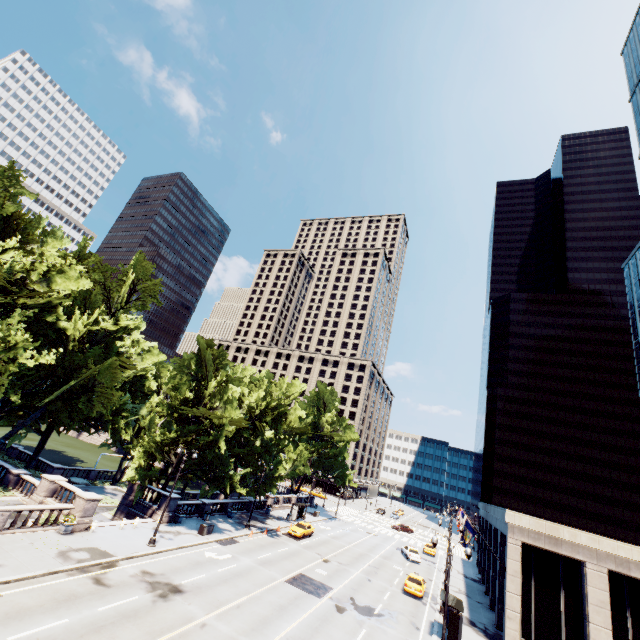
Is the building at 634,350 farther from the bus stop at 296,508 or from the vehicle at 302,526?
the bus stop at 296,508

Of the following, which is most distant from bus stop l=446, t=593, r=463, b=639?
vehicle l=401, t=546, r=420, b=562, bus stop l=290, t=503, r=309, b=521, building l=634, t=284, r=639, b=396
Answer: bus stop l=290, t=503, r=309, b=521

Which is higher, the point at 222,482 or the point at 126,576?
the point at 222,482

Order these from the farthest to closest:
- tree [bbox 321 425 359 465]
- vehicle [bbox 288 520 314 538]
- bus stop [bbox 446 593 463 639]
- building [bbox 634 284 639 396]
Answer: tree [bbox 321 425 359 465], building [bbox 634 284 639 396], vehicle [bbox 288 520 314 538], bus stop [bbox 446 593 463 639]

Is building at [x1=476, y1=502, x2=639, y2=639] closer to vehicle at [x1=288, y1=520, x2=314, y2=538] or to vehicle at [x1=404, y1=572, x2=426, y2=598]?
vehicle at [x1=404, y1=572, x2=426, y2=598]

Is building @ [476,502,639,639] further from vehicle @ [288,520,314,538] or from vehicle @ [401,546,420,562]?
vehicle @ [288,520,314,538]

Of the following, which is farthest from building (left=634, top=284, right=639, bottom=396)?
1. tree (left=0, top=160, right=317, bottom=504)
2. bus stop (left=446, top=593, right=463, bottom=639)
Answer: tree (left=0, top=160, right=317, bottom=504)

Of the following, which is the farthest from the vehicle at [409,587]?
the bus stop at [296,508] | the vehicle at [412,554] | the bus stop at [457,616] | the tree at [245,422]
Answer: the bus stop at [296,508]
